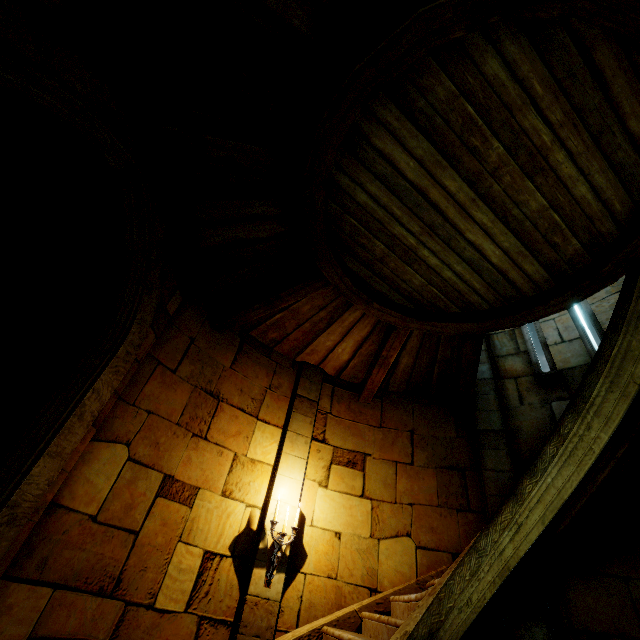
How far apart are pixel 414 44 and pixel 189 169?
2.8 meters

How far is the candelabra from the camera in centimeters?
435cm

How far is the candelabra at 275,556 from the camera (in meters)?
4.35
